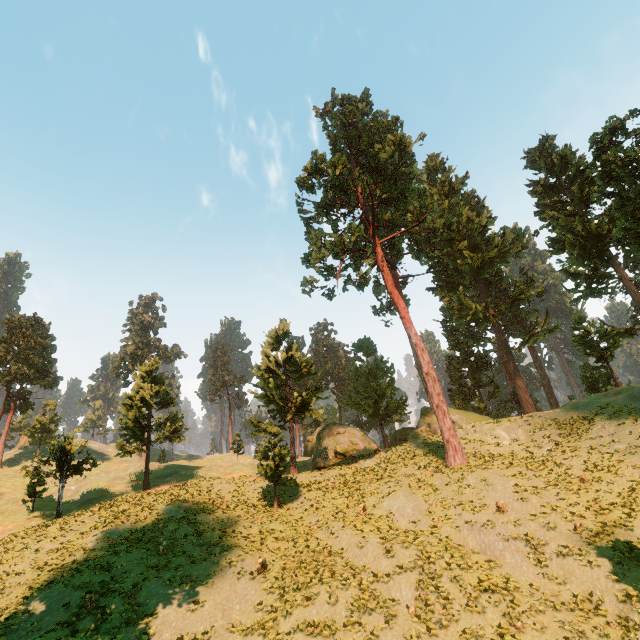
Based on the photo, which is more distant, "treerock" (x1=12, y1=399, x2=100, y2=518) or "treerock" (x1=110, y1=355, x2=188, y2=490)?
"treerock" (x1=110, y1=355, x2=188, y2=490)

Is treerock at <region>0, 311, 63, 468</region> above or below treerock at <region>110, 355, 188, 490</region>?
above

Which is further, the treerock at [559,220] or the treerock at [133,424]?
the treerock at [133,424]

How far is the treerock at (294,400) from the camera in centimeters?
2673cm

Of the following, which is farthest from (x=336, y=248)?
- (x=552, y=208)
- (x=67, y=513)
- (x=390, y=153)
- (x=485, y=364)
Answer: (x=485, y=364)

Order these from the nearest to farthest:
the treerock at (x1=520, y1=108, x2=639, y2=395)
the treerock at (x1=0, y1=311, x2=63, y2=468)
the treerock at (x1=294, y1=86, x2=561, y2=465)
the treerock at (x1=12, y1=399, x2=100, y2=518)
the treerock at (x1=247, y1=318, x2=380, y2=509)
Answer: the treerock at (x1=520, y1=108, x2=639, y2=395), the treerock at (x1=247, y1=318, x2=380, y2=509), the treerock at (x1=12, y1=399, x2=100, y2=518), the treerock at (x1=294, y1=86, x2=561, y2=465), the treerock at (x1=0, y1=311, x2=63, y2=468)
